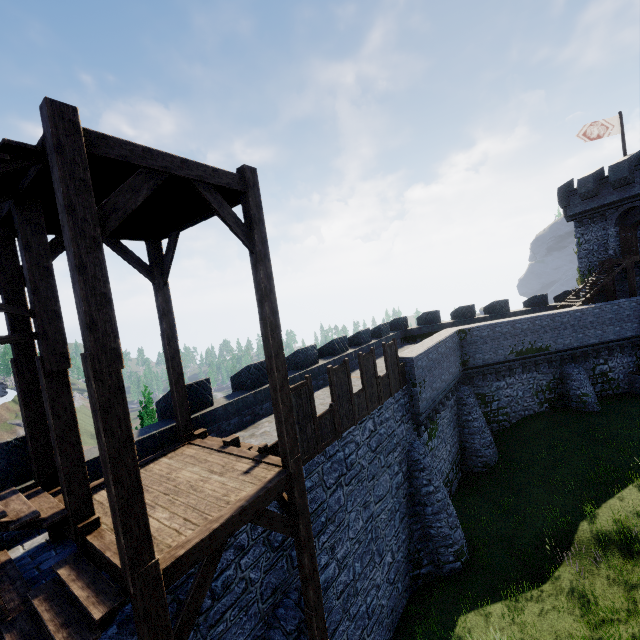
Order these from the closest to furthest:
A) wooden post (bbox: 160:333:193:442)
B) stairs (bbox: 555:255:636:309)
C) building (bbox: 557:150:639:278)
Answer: wooden post (bbox: 160:333:193:442), stairs (bbox: 555:255:636:309), building (bbox: 557:150:639:278)

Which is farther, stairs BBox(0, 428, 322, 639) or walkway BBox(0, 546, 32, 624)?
walkway BBox(0, 546, 32, 624)

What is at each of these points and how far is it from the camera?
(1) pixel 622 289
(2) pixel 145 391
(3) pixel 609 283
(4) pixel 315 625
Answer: (1) building, 26.0m
(2) instancedfoliageactor, 16.7m
(3) stairs, 23.2m
(4) wooden post, 6.5m

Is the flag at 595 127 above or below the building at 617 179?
above

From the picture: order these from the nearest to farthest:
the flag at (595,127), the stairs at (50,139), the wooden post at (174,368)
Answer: the stairs at (50,139) < the wooden post at (174,368) < the flag at (595,127)

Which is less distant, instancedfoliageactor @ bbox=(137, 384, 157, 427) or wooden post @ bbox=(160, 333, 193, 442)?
wooden post @ bbox=(160, 333, 193, 442)

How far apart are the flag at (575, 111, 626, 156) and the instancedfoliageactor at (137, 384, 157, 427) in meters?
35.8

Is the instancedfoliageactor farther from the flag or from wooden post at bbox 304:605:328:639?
the flag
